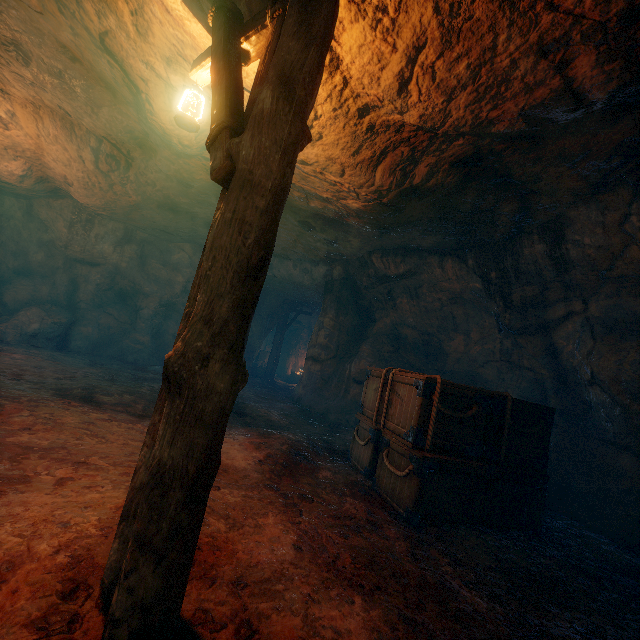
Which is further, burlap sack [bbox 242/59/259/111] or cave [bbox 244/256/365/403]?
cave [bbox 244/256/365/403]

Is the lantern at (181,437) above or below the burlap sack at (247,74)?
below

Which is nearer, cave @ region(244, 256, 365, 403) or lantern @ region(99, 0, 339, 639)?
lantern @ region(99, 0, 339, 639)

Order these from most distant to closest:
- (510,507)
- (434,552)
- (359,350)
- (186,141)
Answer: (359,350) < (186,141) < (510,507) < (434,552)

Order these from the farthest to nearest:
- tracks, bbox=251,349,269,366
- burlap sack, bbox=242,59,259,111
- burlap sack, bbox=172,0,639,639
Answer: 1. tracks, bbox=251,349,269,366
2. burlap sack, bbox=242,59,259,111
3. burlap sack, bbox=172,0,639,639

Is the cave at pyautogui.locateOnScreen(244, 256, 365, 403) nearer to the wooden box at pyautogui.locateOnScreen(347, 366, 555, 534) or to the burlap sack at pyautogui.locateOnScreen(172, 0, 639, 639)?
the burlap sack at pyautogui.locateOnScreen(172, 0, 639, 639)

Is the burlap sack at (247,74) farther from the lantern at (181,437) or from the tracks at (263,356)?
the tracks at (263,356)

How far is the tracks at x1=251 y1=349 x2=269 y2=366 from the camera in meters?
20.4
